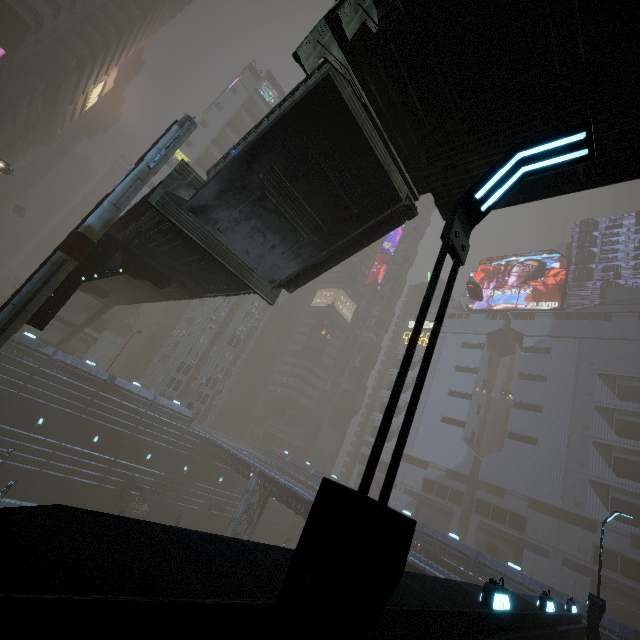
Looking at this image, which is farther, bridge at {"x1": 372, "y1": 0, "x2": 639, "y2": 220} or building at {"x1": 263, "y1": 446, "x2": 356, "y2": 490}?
building at {"x1": 263, "y1": 446, "x2": 356, "y2": 490}

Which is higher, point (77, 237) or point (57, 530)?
point (77, 237)

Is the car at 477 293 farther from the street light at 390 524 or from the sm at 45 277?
the street light at 390 524

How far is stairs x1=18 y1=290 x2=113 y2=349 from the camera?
35.25m

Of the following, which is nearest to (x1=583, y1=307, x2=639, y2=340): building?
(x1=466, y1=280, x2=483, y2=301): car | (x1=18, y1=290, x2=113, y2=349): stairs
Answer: (x1=466, y1=280, x2=483, y2=301): car

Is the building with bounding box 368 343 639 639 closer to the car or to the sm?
the sm

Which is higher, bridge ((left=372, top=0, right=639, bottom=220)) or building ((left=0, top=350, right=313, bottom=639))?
bridge ((left=372, top=0, right=639, bottom=220))

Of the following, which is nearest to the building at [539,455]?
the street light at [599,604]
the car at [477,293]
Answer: the street light at [599,604]
